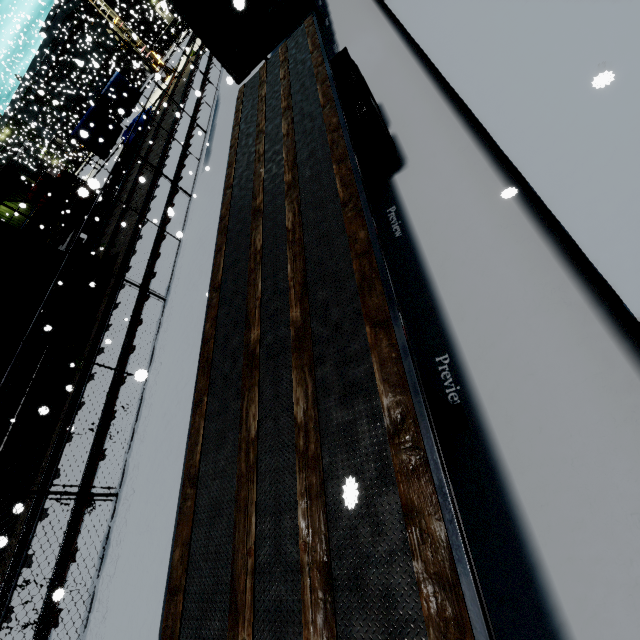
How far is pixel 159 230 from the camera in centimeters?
967cm

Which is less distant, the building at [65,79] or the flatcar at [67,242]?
the flatcar at [67,242]

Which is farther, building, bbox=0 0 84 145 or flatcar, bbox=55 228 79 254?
building, bbox=0 0 84 145

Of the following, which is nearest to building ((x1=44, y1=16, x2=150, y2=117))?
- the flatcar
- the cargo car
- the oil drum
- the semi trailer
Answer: the semi trailer

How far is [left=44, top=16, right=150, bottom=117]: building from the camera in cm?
3768

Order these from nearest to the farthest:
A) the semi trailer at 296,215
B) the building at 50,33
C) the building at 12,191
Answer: the semi trailer at 296,215
the building at 12,191
the building at 50,33

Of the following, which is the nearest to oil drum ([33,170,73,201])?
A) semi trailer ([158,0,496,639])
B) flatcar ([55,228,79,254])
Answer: flatcar ([55,228,79,254])

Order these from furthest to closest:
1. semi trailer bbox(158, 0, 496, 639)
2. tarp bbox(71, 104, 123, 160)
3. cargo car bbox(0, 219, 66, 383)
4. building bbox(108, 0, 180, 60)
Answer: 1. building bbox(108, 0, 180, 60)
2. tarp bbox(71, 104, 123, 160)
3. cargo car bbox(0, 219, 66, 383)
4. semi trailer bbox(158, 0, 496, 639)
